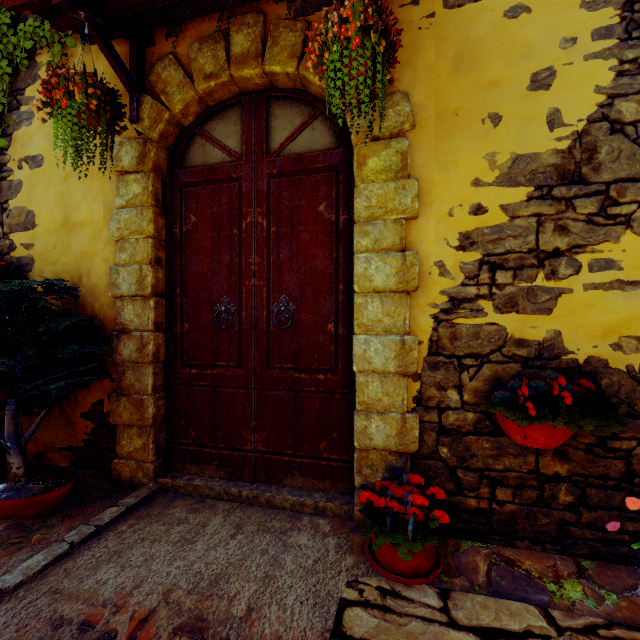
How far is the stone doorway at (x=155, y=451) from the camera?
2.17m

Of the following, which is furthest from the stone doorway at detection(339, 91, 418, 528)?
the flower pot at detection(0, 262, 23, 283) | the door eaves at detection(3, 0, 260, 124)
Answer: the flower pot at detection(0, 262, 23, 283)

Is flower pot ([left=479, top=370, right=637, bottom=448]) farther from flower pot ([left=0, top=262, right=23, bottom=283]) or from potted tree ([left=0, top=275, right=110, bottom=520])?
flower pot ([left=0, top=262, right=23, bottom=283])

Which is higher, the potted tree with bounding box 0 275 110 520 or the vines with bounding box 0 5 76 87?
the vines with bounding box 0 5 76 87

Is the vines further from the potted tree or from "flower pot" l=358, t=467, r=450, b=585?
"flower pot" l=358, t=467, r=450, b=585

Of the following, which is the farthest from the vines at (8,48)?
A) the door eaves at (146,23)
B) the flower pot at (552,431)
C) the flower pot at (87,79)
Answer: the flower pot at (552,431)

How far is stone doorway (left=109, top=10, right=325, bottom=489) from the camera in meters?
2.2 m

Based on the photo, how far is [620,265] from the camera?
1.7 meters
